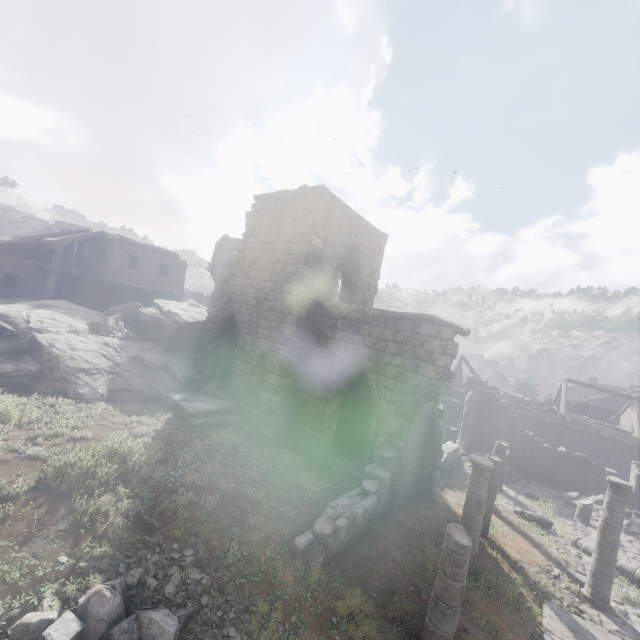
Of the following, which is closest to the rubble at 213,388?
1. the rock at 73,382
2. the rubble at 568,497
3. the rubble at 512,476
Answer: the rock at 73,382

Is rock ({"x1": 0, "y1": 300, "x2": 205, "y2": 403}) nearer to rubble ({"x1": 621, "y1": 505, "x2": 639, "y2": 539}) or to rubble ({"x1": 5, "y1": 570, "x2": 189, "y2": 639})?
rubble ({"x1": 5, "y1": 570, "x2": 189, "y2": 639})

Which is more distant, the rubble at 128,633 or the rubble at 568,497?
the rubble at 568,497

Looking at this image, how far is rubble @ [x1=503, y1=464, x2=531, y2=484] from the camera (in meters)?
19.33

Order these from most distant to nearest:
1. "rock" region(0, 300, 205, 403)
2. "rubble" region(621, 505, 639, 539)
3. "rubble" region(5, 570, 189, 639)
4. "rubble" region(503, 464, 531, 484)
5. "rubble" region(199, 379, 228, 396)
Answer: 1. "rubble" region(503, 464, 531, 484)
2. "rubble" region(621, 505, 639, 539)
3. "rubble" region(199, 379, 228, 396)
4. "rock" region(0, 300, 205, 403)
5. "rubble" region(5, 570, 189, 639)

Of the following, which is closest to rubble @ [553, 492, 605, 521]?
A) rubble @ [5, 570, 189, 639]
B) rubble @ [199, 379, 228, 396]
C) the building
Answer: the building

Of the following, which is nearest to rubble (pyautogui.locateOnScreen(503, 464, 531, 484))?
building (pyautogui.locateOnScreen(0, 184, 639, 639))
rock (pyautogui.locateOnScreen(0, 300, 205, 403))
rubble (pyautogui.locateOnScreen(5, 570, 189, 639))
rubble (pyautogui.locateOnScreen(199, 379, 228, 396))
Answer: building (pyautogui.locateOnScreen(0, 184, 639, 639))

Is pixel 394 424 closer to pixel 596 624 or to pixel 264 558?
pixel 264 558
